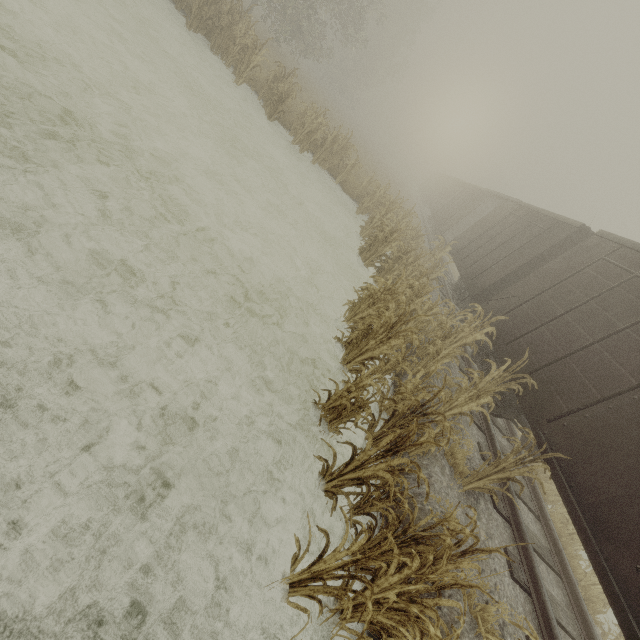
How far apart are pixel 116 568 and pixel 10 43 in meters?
7.7
